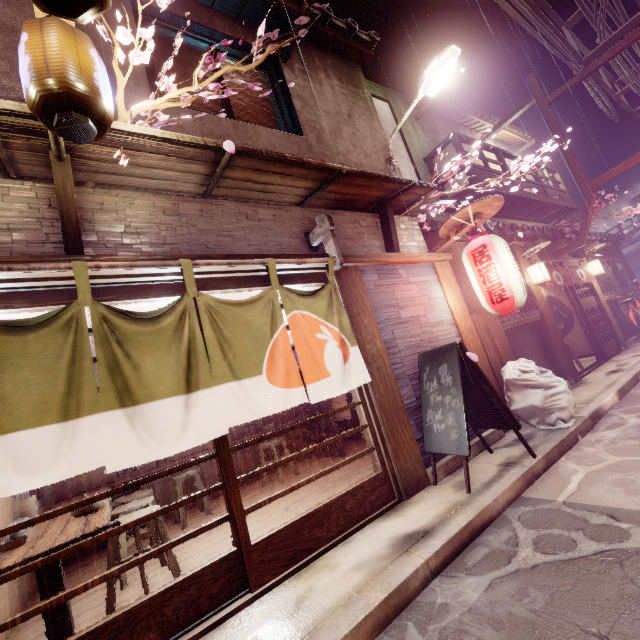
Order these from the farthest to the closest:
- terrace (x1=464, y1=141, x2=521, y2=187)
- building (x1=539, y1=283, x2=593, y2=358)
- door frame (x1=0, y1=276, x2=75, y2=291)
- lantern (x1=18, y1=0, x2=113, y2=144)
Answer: building (x1=539, y1=283, x2=593, y2=358)
terrace (x1=464, y1=141, x2=521, y2=187)
door frame (x1=0, y1=276, x2=75, y2=291)
lantern (x1=18, y1=0, x2=113, y2=144)

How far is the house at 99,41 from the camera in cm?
627

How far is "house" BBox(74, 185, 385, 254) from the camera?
5.5 meters

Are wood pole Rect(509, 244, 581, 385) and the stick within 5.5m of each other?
yes

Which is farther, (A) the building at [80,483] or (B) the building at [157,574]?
(A) the building at [80,483]

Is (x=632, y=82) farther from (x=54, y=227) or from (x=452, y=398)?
(x=54, y=227)

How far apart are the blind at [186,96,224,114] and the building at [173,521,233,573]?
9.83m

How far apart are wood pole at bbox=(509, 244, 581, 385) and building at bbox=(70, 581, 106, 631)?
16.16m
